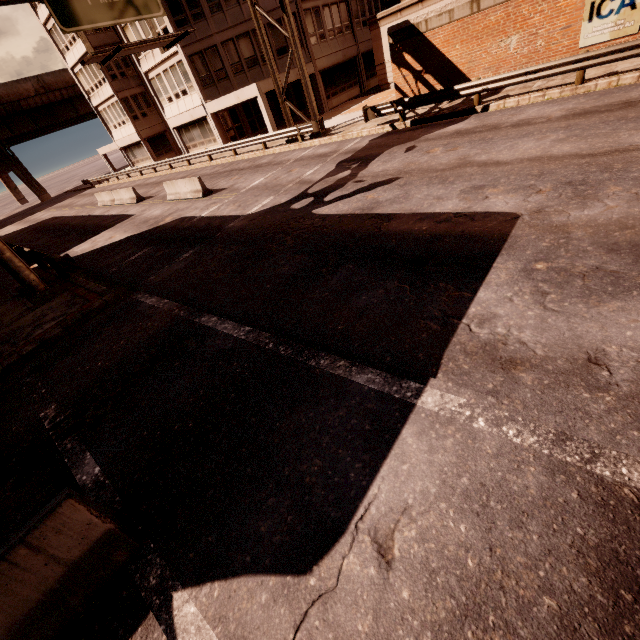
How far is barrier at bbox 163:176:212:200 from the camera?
17.0 meters

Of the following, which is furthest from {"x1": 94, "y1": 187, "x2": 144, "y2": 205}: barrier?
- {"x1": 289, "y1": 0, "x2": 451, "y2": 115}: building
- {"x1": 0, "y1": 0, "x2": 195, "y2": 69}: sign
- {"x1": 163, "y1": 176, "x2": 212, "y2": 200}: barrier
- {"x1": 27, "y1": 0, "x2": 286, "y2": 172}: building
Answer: {"x1": 289, "y1": 0, "x2": 451, "y2": 115}: building

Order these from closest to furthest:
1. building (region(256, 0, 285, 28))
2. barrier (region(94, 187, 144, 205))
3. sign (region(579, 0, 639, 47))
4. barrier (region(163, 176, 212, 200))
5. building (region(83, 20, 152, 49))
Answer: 1. sign (region(579, 0, 639, 47))
2. barrier (region(163, 176, 212, 200))
3. barrier (region(94, 187, 144, 205))
4. building (region(256, 0, 285, 28))
5. building (region(83, 20, 152, 49))

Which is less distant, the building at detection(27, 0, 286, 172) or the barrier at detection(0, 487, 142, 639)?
the barrier at detection(0, 487, 142, 639)

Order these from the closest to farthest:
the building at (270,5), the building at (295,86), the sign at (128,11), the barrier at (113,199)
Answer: the sign at (128,11)
the barrier at (113,199)
the building at (270,5)
the building at (295,86)

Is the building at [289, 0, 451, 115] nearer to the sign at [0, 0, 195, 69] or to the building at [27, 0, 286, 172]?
the building at [27, 0, 286, 172]

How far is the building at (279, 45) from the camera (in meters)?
24.73

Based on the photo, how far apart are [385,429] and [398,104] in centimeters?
1687cm
